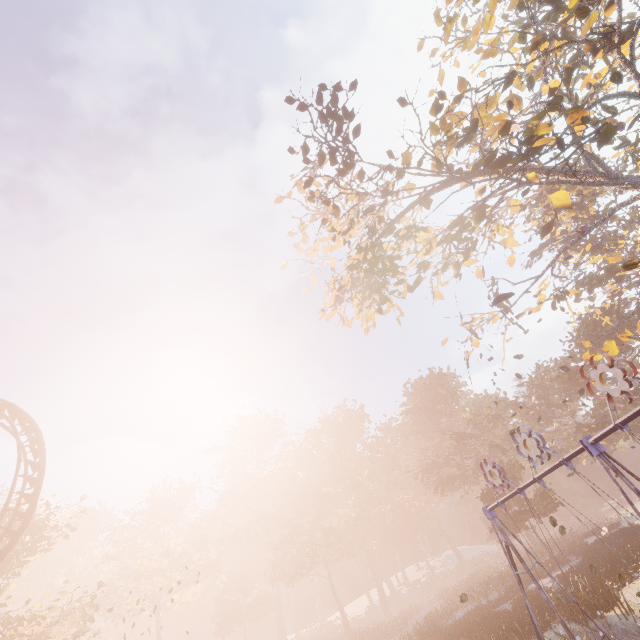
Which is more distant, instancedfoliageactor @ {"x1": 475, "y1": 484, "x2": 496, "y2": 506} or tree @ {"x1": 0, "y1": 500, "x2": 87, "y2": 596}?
instancedfoliageactor @ {"x1": 475, "y1": 484, "x2": 496, "y2": 506}

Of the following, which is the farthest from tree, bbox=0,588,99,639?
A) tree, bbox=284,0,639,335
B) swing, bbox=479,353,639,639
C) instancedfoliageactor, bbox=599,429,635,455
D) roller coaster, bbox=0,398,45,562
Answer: instancedfoliageactor, bbox=599,429,635,455

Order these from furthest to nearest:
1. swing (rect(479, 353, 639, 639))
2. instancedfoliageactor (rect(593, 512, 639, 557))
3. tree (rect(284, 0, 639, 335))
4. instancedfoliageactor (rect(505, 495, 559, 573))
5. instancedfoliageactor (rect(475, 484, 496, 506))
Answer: instancedfoliageactor (rect(475, 484, 496, 506)) → instancedfoliageactor (rect(505, 495, 559, 573)) → instancedfoliageactor (rect(593, 512, 639, 557)) → tree (rect(284, 0, 639, 335)) → swing (rect(479, 353, 639, 639))

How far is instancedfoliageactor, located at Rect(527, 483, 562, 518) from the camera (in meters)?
29.53

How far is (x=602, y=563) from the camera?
20.8m

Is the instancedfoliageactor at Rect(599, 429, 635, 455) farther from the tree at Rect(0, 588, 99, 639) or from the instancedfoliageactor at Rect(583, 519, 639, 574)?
the tree at Rect(0, 588, 99, 639)

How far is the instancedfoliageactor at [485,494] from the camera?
31.52m
